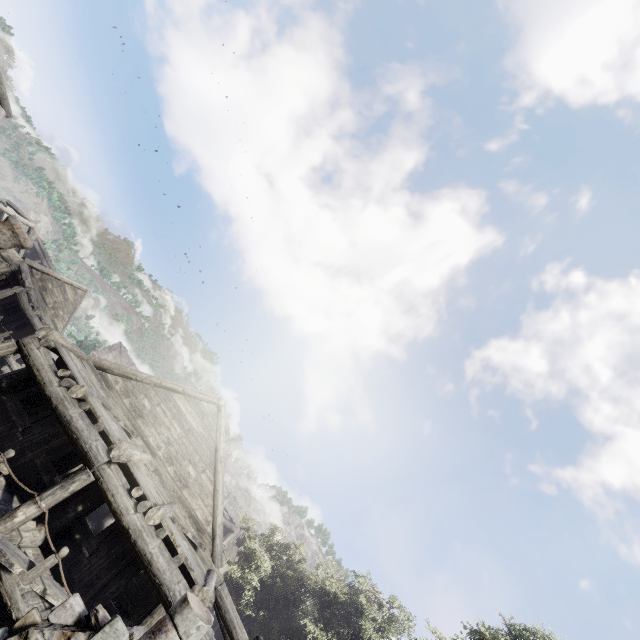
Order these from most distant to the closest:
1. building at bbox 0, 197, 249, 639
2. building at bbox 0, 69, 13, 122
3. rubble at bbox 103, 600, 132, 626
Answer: building at bbox 0, 69, 13, 122 → rubble at bbox 103, 600, 132, 626 → building at bbox 0, 197, 249, 639

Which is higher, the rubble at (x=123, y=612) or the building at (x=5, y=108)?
the building at (x=5, y=108)

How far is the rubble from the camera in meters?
11.5 m

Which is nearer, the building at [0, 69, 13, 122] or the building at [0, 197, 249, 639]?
the building at [0, 197, 249, 639]

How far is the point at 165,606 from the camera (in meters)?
7.42

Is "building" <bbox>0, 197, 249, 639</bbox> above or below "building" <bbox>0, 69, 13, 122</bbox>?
below

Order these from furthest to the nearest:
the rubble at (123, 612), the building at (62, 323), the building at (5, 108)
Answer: the building at (5, 108) → the rubble at (123, 612) → the building at (62, 323)

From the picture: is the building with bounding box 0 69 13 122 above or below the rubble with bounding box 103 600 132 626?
above
